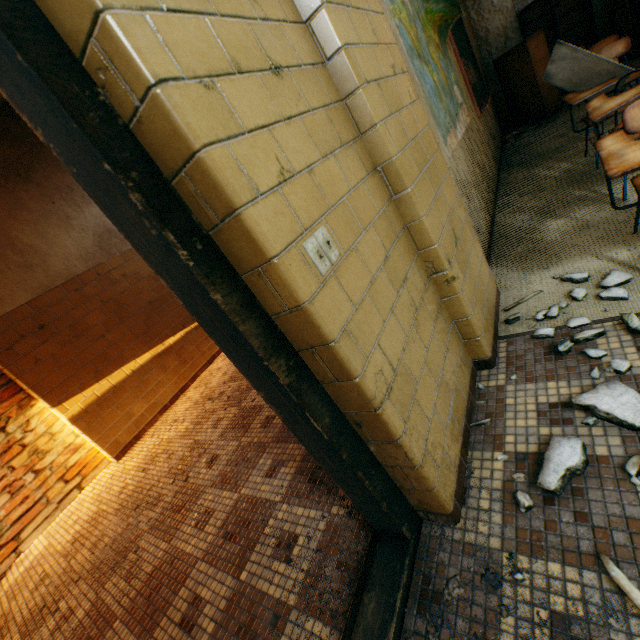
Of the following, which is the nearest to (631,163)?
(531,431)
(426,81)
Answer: (531,431)

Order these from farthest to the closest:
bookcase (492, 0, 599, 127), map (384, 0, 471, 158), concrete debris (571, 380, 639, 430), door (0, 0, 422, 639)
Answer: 1. bookcase (492, 0, 599, 127)
2. map (384, 0, 471, 158)
3. concrete debris (571, 380, 639, 430)
4. door (0, 0, 422, 639)

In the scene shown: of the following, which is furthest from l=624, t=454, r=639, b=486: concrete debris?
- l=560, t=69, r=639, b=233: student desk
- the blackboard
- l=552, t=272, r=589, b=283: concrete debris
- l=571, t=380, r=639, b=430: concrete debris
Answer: the blackboard

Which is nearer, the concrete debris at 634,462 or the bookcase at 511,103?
the concrete debris at 634,462

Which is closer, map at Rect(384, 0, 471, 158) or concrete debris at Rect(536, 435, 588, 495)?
concrete debris at Rect(536, 435, 588, 495)

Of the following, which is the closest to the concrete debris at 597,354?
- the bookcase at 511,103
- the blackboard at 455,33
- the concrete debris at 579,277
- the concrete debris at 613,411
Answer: the concrete debris at 613,411

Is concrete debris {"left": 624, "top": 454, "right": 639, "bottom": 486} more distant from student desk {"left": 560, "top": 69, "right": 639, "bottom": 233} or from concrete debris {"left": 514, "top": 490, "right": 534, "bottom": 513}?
student desk {"left": 560, "top": 69, "right": 639, "bottom": 233}

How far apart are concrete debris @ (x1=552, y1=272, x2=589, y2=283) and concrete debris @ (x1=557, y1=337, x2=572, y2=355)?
0.5 meters
